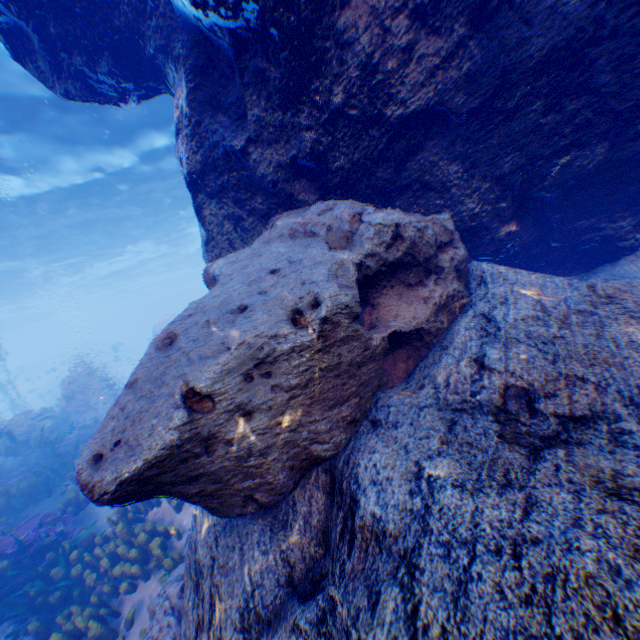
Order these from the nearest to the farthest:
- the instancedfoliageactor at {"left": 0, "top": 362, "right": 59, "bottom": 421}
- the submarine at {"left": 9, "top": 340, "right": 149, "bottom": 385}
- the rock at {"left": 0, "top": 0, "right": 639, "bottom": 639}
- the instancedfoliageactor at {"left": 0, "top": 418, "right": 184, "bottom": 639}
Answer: the rock at {"left": 0, "top": 0, "right": 639, "bottom": 639} < the instancedfoliageactor at {"left": 0, "top": 418, "right": 184, "bottom": 639} < the instancedfoliageactor at {"left": 0, "top": 362, "right": 59, "bottom": 421} < the submarine at {"left": 9, "top": 340, "right": 149, "bottom": 385}

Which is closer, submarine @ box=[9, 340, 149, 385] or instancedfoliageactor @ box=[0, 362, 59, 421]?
instancedfoliageactor @ box=[0, 362, 59, 421]

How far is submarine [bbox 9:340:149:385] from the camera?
29.9 meters

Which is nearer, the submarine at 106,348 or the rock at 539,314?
the rock at 539,314

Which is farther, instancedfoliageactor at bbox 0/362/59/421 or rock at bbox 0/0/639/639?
instancedfoliageactor at bbox 0/362/59/421

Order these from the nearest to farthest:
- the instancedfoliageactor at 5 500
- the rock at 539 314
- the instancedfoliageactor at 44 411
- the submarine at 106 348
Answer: the rock at 539 314, the instancedfoliageactor at 5 500, the instancedfoliageactor at 44 411, the submarine at 106 348

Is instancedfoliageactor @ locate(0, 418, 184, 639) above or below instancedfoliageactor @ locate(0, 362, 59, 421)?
below

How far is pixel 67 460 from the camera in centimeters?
923cm
